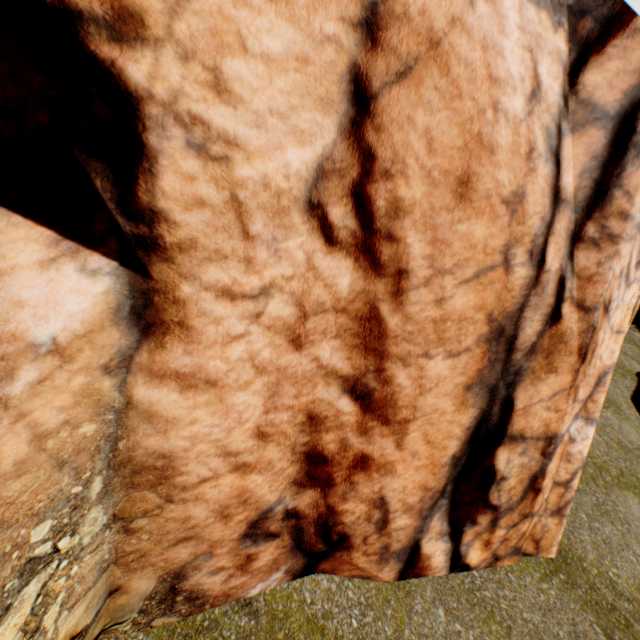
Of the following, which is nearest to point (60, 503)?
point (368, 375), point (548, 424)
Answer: point (368, 375)
